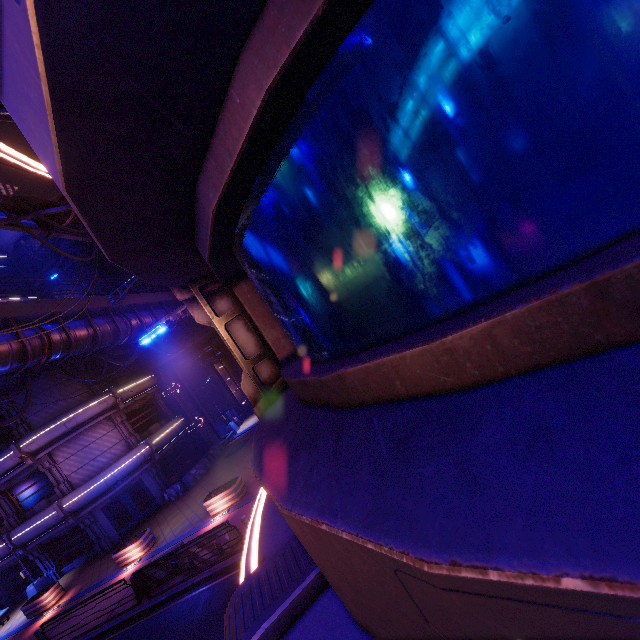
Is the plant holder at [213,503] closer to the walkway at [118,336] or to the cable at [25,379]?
the cable at [25,379]

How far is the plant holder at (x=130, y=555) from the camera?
17.06m

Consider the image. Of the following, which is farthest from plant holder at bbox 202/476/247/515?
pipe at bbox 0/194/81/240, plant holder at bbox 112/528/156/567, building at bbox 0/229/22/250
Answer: building at bbox 0/229/22/250

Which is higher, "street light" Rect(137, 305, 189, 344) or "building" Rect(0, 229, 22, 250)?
"building" Rect(0, 229, 22, 250)

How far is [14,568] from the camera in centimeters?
2319cm

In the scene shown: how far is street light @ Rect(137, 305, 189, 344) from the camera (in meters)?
7.19

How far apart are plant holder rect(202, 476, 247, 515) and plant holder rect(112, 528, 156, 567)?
4.1 meters

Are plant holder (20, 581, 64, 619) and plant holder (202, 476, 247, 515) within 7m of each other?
no
